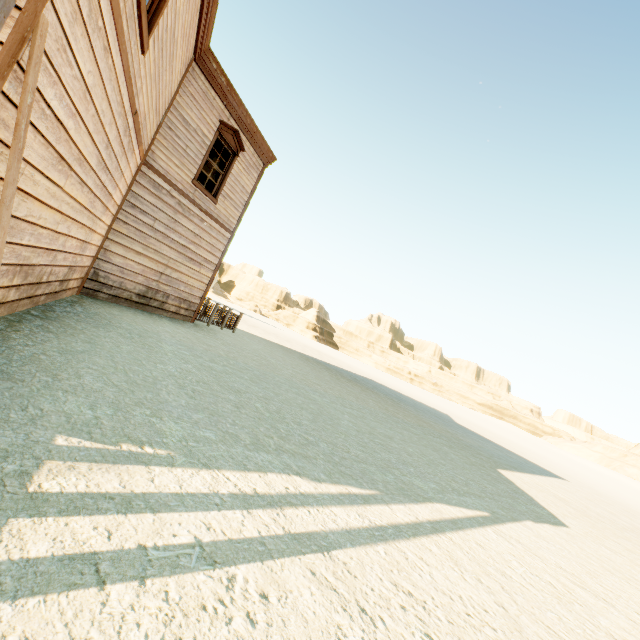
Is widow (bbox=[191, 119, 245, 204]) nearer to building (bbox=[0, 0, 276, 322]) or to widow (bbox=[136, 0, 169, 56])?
building (bbox=[0, 0, 276, 322])

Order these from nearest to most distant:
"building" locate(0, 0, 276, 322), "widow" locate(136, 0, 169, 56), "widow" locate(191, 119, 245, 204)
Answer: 1. "building" locate(0, 0, 276, 322)
2. "widow" locate(136, 0, 169, 56)
3. "widow" locate(191, 119, 245, 204)

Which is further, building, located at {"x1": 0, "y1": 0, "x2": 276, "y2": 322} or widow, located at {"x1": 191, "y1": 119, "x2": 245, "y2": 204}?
widow, located at {"x1": 191, "y1": 119, "x2": 245, "y2": 204}

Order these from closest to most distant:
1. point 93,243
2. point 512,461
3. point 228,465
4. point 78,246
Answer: point 228,465 → point 78,246 → point 93,243 → point 512,461

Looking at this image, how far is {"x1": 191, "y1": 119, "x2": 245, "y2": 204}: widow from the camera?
9.7 meters

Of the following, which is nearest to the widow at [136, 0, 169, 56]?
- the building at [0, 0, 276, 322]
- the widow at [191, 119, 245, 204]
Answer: the building at [0, 0, 276, 322]

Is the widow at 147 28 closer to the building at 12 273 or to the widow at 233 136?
the building at 12 273

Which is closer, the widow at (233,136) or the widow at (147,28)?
the widow at (147,28)
